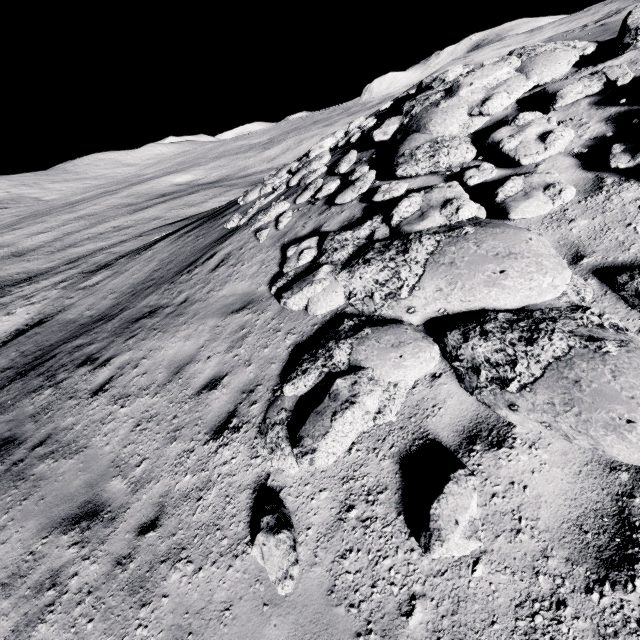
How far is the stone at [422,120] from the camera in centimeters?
617cm

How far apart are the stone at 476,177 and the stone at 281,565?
5.5 meters

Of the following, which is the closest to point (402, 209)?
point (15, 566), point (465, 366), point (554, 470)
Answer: point (465, 366)

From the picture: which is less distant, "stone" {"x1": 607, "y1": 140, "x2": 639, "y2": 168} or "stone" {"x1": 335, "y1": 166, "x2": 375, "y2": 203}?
"stone" {"x1": 607, "y1": 140, "x2": 639, "y2": 168}

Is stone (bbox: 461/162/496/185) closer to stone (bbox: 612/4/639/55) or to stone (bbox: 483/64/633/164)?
stone (bbox: 483/64/633/164)

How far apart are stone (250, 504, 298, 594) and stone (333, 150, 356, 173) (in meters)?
8.26

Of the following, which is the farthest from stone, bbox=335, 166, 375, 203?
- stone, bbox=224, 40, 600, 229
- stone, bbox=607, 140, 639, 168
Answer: stone, bbox=607, 140, 639, 168

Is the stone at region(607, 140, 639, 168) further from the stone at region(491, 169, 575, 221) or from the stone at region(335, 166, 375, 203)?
the stone at region(335, 166, 375, 203)
